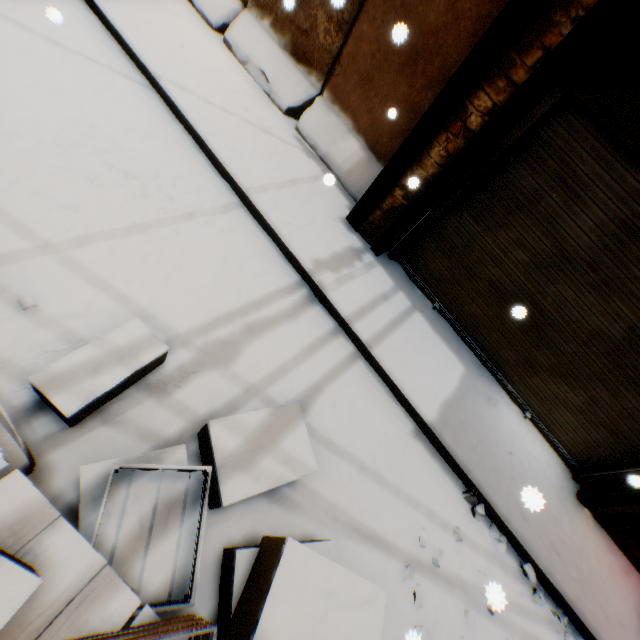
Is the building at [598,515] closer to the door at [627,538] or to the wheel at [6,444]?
the door at [627,538]

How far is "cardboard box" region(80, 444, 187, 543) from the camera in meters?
1.7

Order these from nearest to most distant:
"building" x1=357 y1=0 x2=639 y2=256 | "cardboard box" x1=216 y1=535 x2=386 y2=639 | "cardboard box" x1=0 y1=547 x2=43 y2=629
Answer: "cardboard box" x1=0 y1=547 x2=43 y2=629, "cardboard box" x1=216 y1=535 x2=386 y2=639, "building" x1=357 y1=0 x2=639 y2=256

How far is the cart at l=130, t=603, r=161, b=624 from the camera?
1.3m

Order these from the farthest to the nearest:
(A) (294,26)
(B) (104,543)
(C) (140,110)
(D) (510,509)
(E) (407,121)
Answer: (A) (294,26) → (E) (407,121) → (C) (140,110) → (D) (510,509) → (B) (104,543)

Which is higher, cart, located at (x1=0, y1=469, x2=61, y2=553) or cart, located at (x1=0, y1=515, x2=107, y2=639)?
cart, located at (x1=0, y1=469, x2=61, y2=553)

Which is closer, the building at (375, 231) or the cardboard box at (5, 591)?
the cardboard box at (5, 591)

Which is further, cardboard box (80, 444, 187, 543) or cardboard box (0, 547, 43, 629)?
cardboard box (80, 444, 187, 543)
